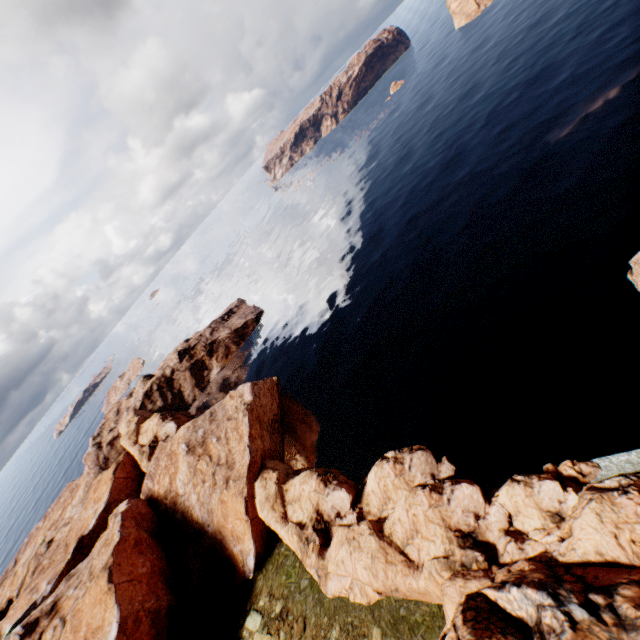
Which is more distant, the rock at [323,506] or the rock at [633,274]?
the rock at [633,274]

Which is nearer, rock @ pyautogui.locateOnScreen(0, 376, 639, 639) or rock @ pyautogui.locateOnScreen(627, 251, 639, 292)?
rock @ pyautogui.locateOnScreen(0, 376, 639, 639)

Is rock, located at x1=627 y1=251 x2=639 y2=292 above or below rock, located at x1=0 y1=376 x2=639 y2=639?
below

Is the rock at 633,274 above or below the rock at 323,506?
below

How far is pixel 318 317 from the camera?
59.6m
